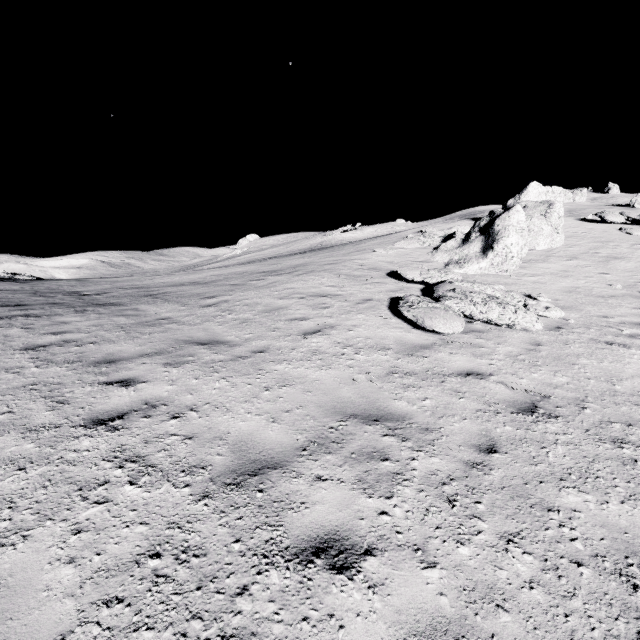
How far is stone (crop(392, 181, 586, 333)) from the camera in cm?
740

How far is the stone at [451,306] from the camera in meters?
7.4 m

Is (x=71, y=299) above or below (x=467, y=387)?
above
